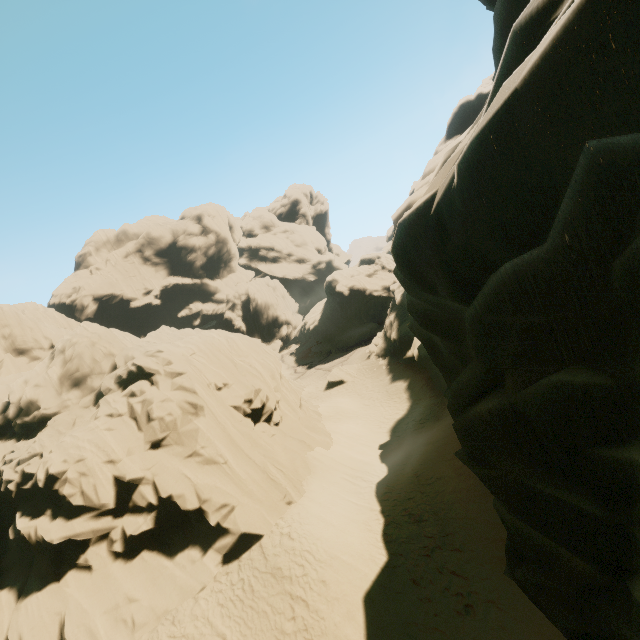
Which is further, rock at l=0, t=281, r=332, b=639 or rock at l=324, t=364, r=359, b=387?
rock at l=324, t=364, r=359, b=387

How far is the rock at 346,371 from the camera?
35.47m

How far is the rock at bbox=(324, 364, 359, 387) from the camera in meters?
35.5 m

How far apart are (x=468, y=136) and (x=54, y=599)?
20.5m

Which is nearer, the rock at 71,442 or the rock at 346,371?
the rock at 71,442

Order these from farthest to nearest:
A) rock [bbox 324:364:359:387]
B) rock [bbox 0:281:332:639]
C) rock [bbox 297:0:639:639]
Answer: rock [bbox 324:364:359:387], rock [bbox 0:281:332:639], rock [bbox 297:0:639:639]
